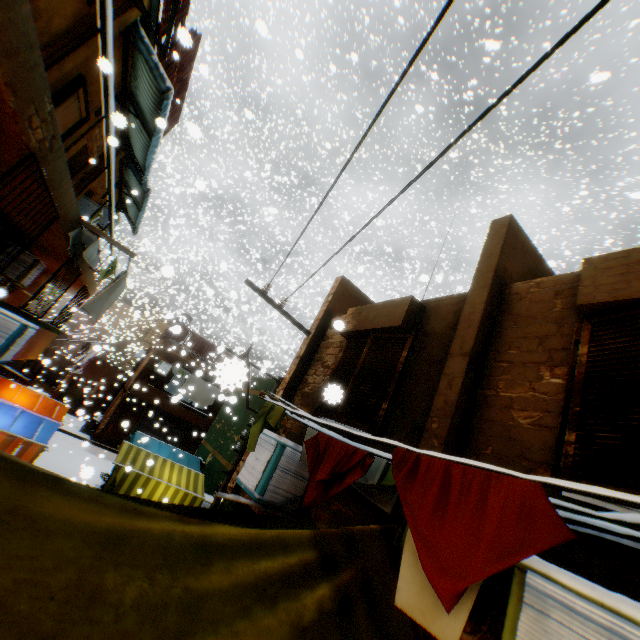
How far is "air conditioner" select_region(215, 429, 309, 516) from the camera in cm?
421

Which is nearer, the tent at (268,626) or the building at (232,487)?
the tent at (268,626)

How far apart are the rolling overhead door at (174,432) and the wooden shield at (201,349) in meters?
0.3 m

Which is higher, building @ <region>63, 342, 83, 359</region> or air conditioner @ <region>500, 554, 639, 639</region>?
air conditioner @ <region>500, 554, 639, 639</region>

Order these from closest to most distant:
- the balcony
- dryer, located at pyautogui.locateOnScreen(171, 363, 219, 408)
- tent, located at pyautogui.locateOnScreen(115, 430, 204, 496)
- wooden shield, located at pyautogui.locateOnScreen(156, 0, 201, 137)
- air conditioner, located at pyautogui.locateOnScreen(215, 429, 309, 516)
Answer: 1. air conditioner, located at pyautogui.locateOnScreen(215, 429, 309, 516)
2. wooden shield, located at pyautogui.locateOnScreen(156, 0, 201, 137)
3. tent, located at pyautogui.locateOnScreen(115, 430, 204, 496)
4. the balcony
5. dryer, located at pyautogui.locateOnScreen(171, 363, 219, 408)

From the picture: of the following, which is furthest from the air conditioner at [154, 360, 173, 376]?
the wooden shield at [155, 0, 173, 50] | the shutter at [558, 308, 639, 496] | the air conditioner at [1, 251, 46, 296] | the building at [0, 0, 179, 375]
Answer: the air conditioner at [1, 251, 46, 296]

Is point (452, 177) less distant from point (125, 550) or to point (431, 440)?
point (431, 440)

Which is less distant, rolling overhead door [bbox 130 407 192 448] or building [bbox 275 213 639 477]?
building [bbox 275 213 639 477]
